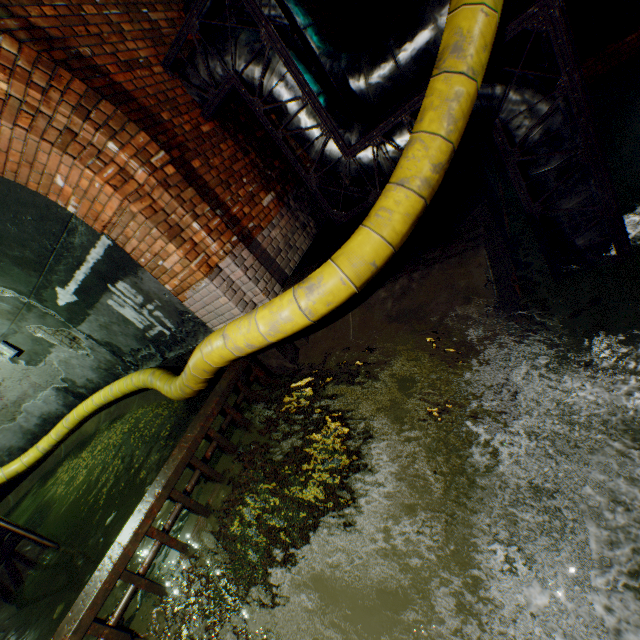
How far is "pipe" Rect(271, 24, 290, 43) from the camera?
4.0m

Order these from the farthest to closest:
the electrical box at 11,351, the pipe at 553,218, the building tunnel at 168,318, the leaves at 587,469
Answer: the electrical box at 11,351 < the building tunnel at 168,318 < the pipe at 553,218 < the leaves at 587,469

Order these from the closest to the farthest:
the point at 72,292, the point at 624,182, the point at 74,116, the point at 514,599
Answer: the point at 514,599 → the point at 74,116 → the point at 72,292 → the point at 624,182

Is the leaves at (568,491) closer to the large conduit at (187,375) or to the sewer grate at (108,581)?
the large conduit at (187,375)

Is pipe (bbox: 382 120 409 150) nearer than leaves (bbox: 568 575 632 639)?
No

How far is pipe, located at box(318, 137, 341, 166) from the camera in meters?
3.8

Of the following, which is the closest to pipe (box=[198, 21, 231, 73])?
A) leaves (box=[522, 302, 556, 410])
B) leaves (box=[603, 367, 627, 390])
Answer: leaves (box=[522, 302, 556, 410])
